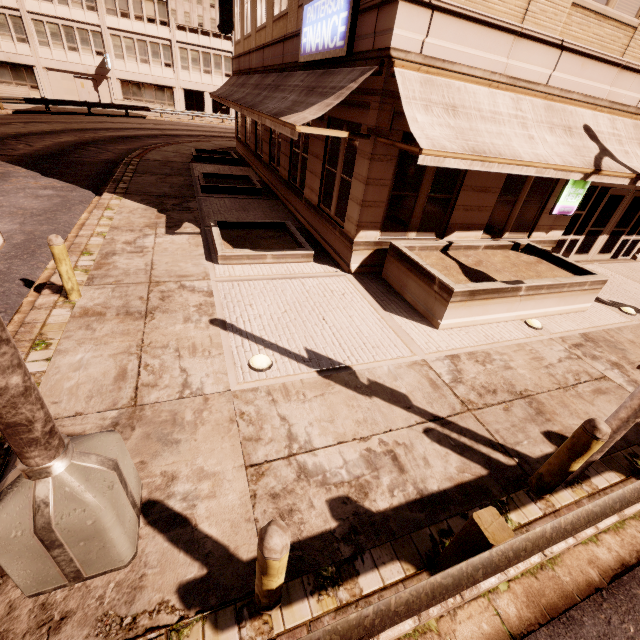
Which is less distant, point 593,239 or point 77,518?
point 77,518

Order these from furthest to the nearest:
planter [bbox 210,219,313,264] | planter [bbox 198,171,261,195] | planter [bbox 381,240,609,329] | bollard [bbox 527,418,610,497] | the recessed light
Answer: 1. planter [bbox 198,171,261,195]
2. planter [bbox 210,219,313,264]
3. planter [bbox 381,240,609,329]
4. the recessed light
5. bollard [bbox 527,418,610,497]

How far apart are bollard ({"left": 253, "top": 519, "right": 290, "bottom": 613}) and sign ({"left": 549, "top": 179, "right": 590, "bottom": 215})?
11.6 meters

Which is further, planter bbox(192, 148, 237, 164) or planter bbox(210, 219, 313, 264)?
planter bbox(192, 148, 237, 164)

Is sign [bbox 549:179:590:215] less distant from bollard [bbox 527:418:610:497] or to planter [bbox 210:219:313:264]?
planter [bbox 210:219:313:264]

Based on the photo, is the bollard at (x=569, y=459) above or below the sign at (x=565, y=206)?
below

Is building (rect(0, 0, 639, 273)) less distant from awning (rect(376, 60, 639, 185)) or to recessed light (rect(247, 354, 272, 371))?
recessed light (rect(247, 354, 272, 371))

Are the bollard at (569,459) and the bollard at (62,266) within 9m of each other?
yes
